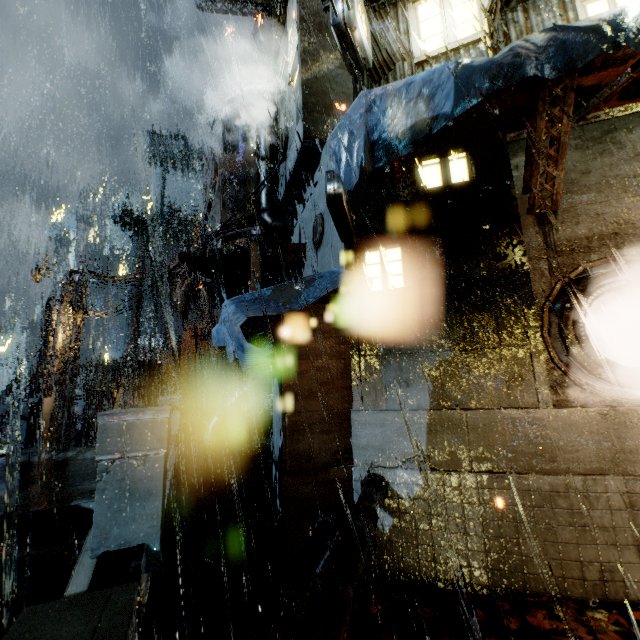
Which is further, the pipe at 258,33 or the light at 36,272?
the pipe at 258,33

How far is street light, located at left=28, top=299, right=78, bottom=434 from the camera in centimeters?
1467cm

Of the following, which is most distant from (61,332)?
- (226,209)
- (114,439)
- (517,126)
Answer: (517,126)

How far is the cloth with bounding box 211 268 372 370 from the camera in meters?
6.0 m

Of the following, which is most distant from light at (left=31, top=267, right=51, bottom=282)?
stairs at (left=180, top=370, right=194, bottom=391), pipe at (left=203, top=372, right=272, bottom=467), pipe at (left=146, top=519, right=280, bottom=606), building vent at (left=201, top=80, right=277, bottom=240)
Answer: stairs at (left=180, top=370, right=194, bottom=391)

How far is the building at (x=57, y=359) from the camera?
16.9 meters

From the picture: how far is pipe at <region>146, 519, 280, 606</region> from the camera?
5.7 meters

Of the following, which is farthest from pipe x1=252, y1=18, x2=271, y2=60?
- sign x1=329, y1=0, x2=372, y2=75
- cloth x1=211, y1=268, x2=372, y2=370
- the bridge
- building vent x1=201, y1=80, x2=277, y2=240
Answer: the bridge
